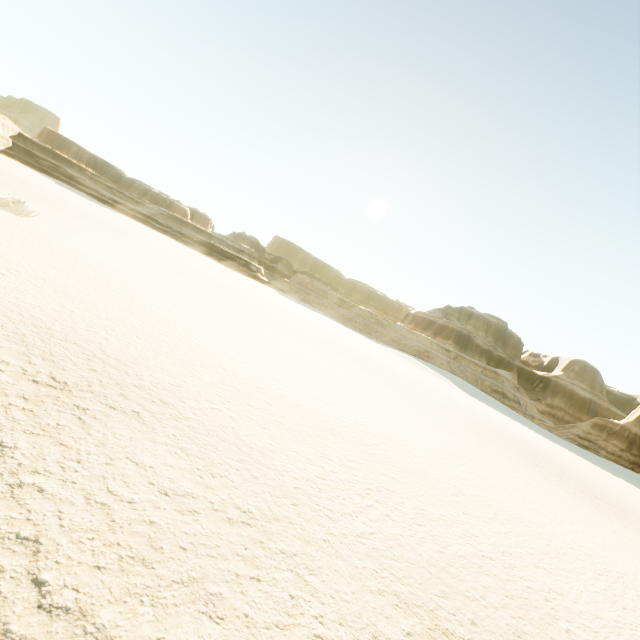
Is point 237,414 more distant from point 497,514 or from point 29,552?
point 497,514
